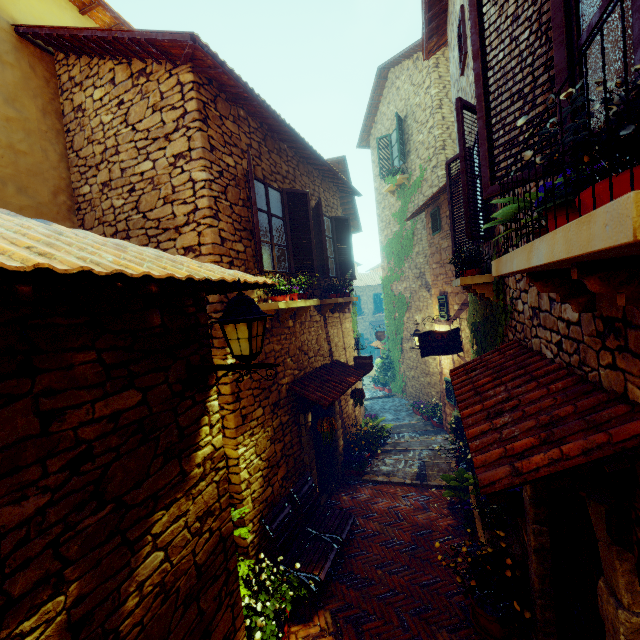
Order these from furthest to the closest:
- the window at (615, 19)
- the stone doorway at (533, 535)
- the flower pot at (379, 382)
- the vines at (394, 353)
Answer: the flower pot at (379, 382) → the vines at (394, 353) → the stone doorway at (533, 535) → the window at (615, 19)

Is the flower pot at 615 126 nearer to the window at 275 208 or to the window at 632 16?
the window at 632 16

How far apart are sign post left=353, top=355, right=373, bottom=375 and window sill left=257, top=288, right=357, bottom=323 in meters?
2.4

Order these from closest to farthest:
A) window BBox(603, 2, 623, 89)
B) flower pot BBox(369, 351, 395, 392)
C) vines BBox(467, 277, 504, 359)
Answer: window BBox(603, 2, 623, 89), vines BBox(467, 277, 504, 359), flower pot BBox(369, 351, 395, 392)

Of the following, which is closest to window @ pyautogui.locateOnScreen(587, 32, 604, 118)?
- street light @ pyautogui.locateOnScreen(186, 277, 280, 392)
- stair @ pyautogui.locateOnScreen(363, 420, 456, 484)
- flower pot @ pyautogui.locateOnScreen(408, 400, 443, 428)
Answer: street light @ pyautogui.locateOnScreen(186, 277, 280, 392)

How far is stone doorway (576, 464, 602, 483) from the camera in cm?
184

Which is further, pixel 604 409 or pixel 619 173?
pixel 604 409

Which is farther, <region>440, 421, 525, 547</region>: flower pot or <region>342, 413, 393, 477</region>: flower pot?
<region>342, 413, 393, 477</region>: flower pot
